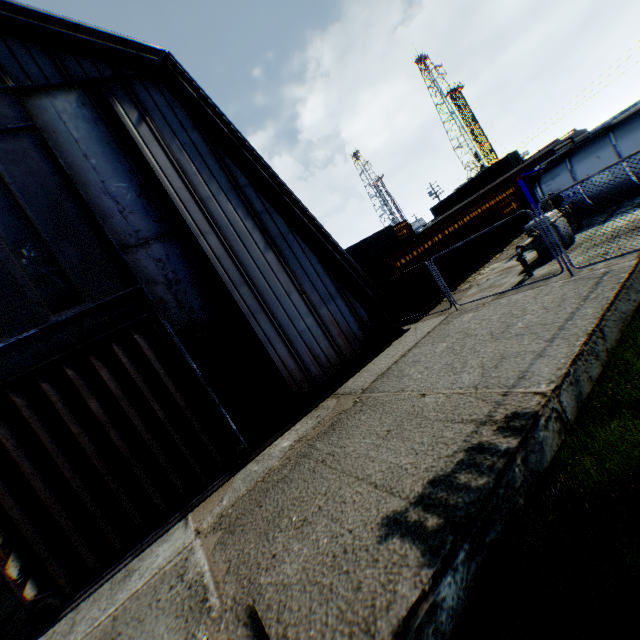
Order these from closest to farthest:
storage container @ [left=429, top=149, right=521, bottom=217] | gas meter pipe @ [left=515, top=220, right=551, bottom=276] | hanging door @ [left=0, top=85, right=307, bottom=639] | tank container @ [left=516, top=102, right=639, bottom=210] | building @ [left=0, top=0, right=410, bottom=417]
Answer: hanging door @ [left=0, top=85, right=307, bottom=639], building @ [left=0, top=0, right=410, bottom=417], gas meter pipe @ [left=515, top=220, right=551, bottom=276], tank container @ [left=516, top=102, right=639, bottom=210], storage container @ [left=429, top=149, right=521, bottom=217]

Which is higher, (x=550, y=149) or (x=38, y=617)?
(x=550, y=149)

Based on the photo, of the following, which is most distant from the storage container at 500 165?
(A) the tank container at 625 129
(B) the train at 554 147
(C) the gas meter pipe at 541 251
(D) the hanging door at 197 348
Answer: (D) the hanging door at 197 348

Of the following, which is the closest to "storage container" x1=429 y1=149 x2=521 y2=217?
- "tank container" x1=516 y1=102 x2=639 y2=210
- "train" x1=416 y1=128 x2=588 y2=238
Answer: "train" x1=416 y1=128 x2=588 y2=238

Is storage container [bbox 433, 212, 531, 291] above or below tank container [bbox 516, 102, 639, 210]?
below

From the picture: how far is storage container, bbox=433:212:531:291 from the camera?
15.2 meters

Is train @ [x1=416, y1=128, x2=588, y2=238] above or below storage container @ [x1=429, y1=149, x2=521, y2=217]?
below

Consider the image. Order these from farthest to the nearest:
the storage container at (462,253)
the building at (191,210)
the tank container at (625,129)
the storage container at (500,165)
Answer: the storage container at (500,165) → the storage container at (462,253) → the tank container at (625,129) → the building at (191,210)
